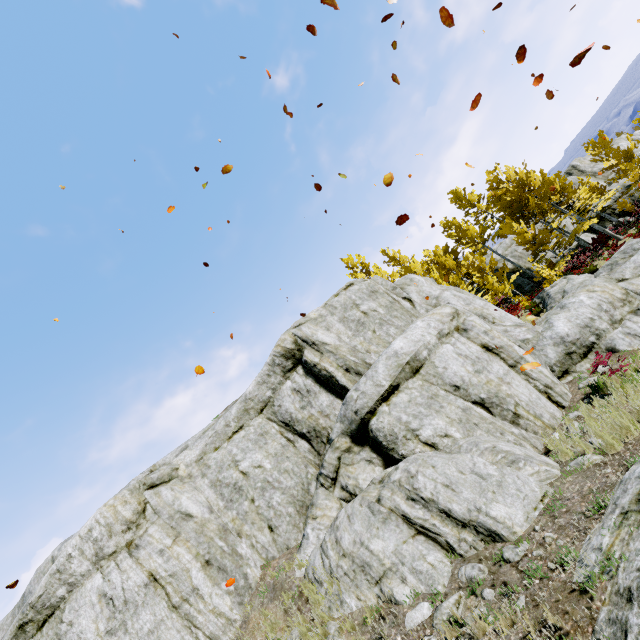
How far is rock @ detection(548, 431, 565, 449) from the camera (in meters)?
7.37

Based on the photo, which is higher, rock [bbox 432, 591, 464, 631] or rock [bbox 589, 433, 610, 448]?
rock [bbox 432, 591, 464, 631]

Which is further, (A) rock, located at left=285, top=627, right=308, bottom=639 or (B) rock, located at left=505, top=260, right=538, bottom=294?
(B) rock, located at left=505, top=260, right=538, bottom=294

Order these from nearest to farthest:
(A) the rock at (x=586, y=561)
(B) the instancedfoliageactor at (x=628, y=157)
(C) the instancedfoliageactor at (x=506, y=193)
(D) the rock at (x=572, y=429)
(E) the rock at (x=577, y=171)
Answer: (A) the rock at (x=586, y=561), (D) the rock at (x=572, y=429), (C) the instancedfoliageactor at (x=506, y=193), (B) the instancedfoliageactor at (x=628, y=157), (E) the rock at (x=577, y=171)

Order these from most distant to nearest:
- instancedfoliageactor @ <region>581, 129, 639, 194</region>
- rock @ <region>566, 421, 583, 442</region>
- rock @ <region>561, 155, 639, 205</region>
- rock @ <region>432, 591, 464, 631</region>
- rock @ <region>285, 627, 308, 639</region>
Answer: rock @ <region>561, 155, 639, 205</region> → instancedfoliageactor @ <region>581, 129, 639, 194</region> → rock @ <region>566, 421, 583, 442</region> → rock @ <region>285, 627, 308, 639</region> → rock @ <region>432, 591, 464, 631</region>

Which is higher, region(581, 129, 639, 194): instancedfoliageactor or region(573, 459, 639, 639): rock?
region(581, 129, 639, 194): instancedfoliageactor

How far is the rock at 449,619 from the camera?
4.83m

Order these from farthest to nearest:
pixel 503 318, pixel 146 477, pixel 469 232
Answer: pixel 469 232 → pixel 503 318 → pixel 146 477
